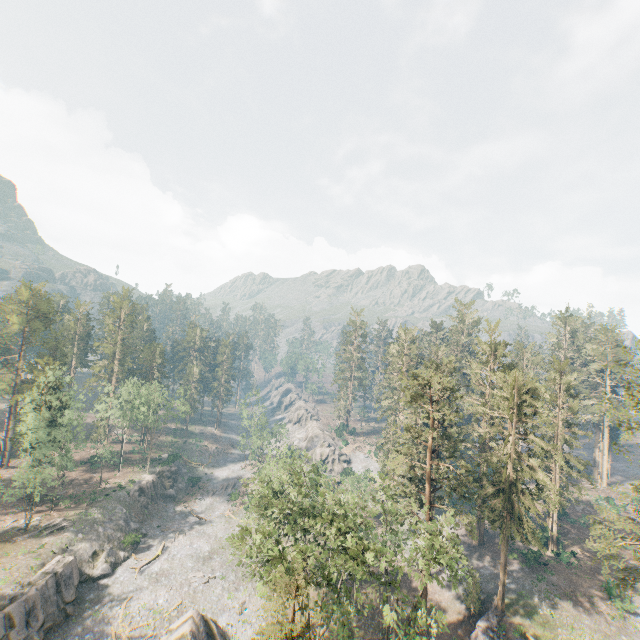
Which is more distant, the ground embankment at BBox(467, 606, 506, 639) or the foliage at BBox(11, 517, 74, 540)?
the foliage at BBox(11, 517, 74, 540)

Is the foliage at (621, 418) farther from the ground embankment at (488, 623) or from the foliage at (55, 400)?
the foliage at (55, 400)

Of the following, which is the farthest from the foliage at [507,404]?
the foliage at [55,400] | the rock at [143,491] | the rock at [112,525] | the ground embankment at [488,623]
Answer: the rock at [143,491]

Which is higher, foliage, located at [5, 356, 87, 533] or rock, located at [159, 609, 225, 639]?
foliage, located at [5, 356, 87, 533]

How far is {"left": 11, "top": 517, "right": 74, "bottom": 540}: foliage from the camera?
44.3m

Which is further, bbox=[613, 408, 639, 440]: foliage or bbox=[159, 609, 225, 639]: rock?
bbox=[159, 609, 225, 639]: rock

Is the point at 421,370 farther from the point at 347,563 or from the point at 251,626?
the point at 251,626

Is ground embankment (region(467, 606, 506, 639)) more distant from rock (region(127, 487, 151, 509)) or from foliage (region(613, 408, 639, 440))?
rock (region(127, 487, 151, 509))
